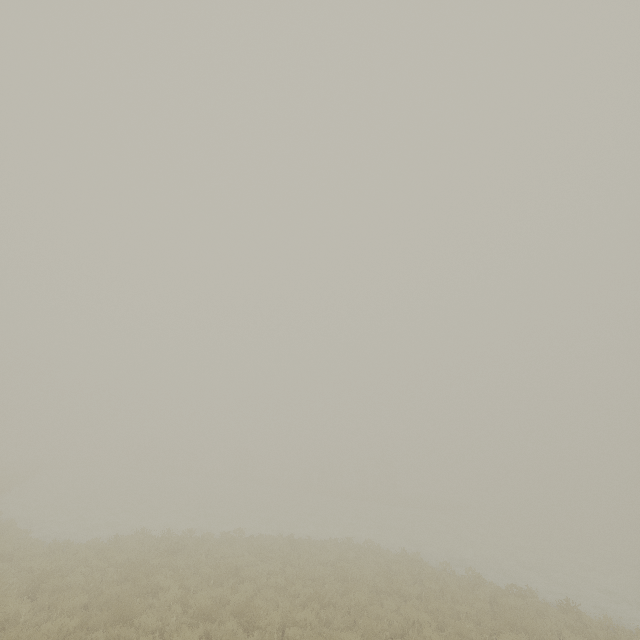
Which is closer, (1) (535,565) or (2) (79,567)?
(2) (79,567)
